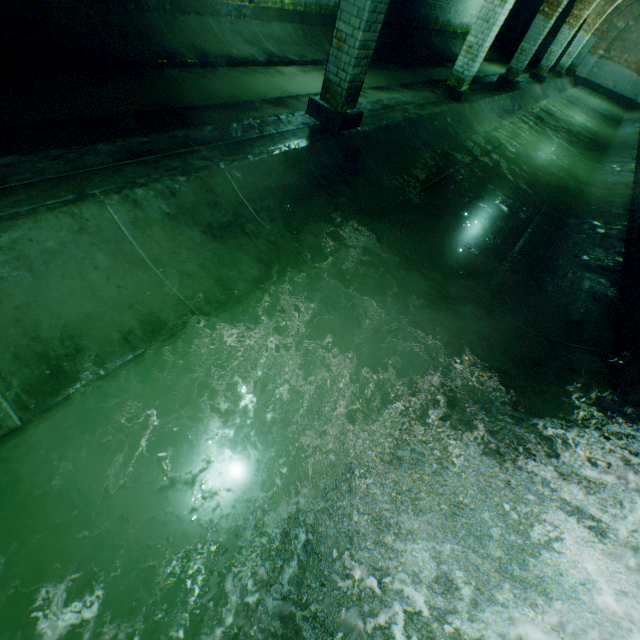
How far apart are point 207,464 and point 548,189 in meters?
8.6

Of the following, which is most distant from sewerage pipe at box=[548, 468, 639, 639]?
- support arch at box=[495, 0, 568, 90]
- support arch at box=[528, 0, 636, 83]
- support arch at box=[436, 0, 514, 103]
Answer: support arch at box=[528, 0, 636, 83]

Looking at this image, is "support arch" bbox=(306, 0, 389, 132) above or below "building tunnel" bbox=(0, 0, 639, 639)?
above

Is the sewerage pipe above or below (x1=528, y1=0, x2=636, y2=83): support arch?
below

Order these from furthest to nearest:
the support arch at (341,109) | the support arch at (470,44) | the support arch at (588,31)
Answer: the support arch at (588,31), the support arch at (470,44), the support arch at (341,109)

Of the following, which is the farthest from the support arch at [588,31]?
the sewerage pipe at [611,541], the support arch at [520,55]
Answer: the sewerage pipe at [611,541]

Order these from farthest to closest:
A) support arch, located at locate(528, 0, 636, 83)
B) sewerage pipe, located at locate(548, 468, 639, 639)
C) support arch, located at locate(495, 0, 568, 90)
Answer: support arch, located at locate(528, 0, 636, 83), support arch, located at locate(495, 0, 568, 90), sewerage pipe, located at locate(548, 468, 639, 639)

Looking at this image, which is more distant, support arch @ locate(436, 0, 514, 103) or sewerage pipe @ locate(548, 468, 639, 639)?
support arch @ locate(436, 0, 514, 103)
